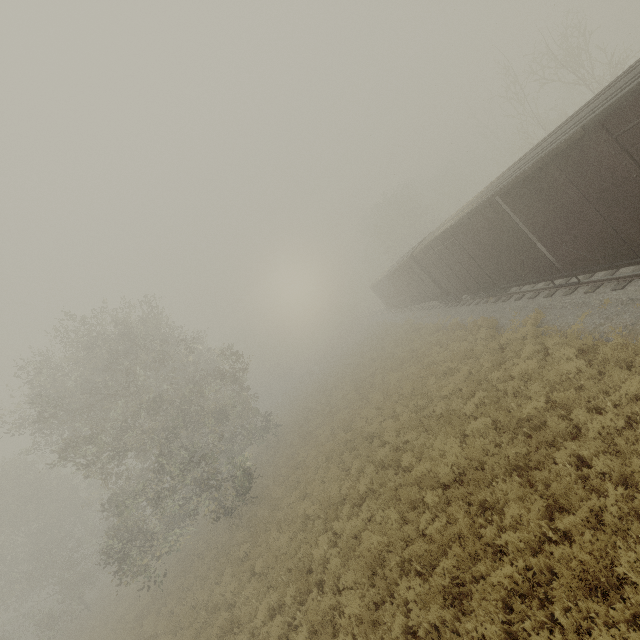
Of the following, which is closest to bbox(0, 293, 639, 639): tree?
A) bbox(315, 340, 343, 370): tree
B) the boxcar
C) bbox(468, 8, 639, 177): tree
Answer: the boxcar

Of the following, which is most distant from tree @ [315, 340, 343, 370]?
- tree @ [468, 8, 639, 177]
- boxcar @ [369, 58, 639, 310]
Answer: tree @ [468, 8, 639, 177]

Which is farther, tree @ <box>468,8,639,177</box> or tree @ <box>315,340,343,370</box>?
tree @ <box>315,340,343,370</box>

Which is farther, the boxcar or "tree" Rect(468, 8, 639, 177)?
"tree" Rect(468, 8, 639, 177)

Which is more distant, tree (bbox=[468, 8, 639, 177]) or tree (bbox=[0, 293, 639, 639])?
tree (bbox=[468, 8, 639, 177])

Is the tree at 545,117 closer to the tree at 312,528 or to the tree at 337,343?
the tree at 312,528

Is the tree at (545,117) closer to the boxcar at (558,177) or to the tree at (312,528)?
the boxcar at (558,177)

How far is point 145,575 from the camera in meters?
16.3
